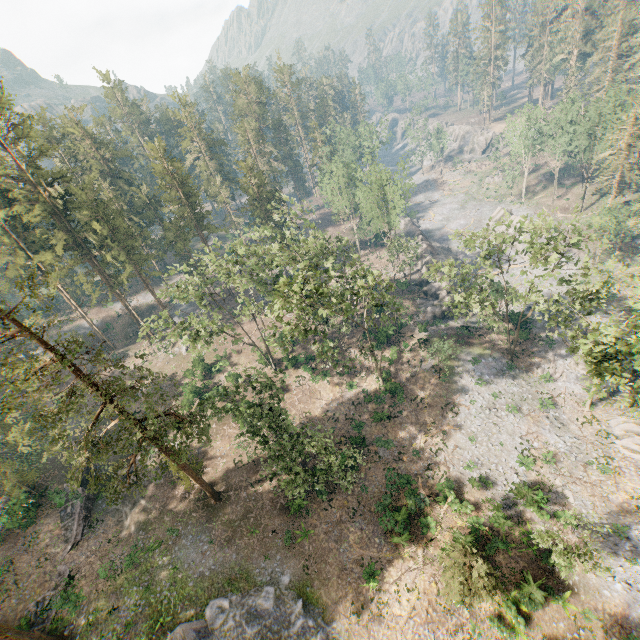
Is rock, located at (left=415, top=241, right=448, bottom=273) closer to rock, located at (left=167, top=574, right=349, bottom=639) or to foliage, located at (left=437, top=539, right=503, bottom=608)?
foliage, located at (left=437, top=539, right=503, bottom=608)

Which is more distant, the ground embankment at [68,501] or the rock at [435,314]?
the rock at [435,314]

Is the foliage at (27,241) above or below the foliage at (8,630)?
above

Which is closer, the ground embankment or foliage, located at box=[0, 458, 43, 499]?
the ground embankment

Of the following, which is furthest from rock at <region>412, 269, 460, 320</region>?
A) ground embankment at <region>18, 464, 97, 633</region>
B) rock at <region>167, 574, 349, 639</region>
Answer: ground embankment at <region>18, 464, 97, 633</region>

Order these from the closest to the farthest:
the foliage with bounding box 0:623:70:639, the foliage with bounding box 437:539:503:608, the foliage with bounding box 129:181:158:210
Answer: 1. the foliage with bounding box 437:539:503:608
2. the foliage with bounding box 0:623:70:639
3. the foliage with bounding box 129:181:158:210

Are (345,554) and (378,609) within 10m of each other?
yes

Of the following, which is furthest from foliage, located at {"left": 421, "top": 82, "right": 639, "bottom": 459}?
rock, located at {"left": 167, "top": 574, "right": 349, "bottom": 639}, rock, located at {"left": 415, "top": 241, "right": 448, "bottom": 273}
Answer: rock, located at {"left": 415, "top": 241, "right": 448, "bottom": 273}
